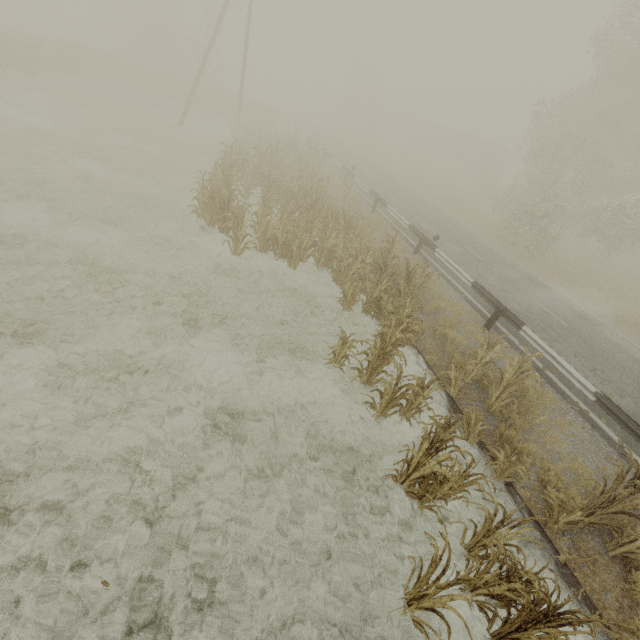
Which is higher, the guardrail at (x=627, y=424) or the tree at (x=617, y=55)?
the tree at (x=617, y=55)

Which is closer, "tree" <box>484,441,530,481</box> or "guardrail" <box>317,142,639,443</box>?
"tree" <box>484,441,530,481</box>

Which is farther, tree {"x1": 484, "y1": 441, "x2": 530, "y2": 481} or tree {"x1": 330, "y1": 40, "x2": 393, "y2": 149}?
tree {"x1": 330, "y1": 40, "x2": 393, "y2": 149}

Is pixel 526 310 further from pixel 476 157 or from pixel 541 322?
pixel 476 157

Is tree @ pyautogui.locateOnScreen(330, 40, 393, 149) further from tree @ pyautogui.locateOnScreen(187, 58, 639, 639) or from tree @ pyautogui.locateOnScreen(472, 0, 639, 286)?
tree @ pyautogui.locateOnScreen(187, 58, 639, 639)

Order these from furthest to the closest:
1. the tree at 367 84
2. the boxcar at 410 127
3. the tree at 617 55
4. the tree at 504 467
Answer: the boxcar at 410 127, the tree at 367 84, the tree at 617 55, the tree at 504 467

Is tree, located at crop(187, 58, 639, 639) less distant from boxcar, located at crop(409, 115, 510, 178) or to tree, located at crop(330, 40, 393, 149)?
boxcar, located at crop(409, 115, 510, 178)

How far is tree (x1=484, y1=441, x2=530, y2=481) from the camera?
5.4 meters
